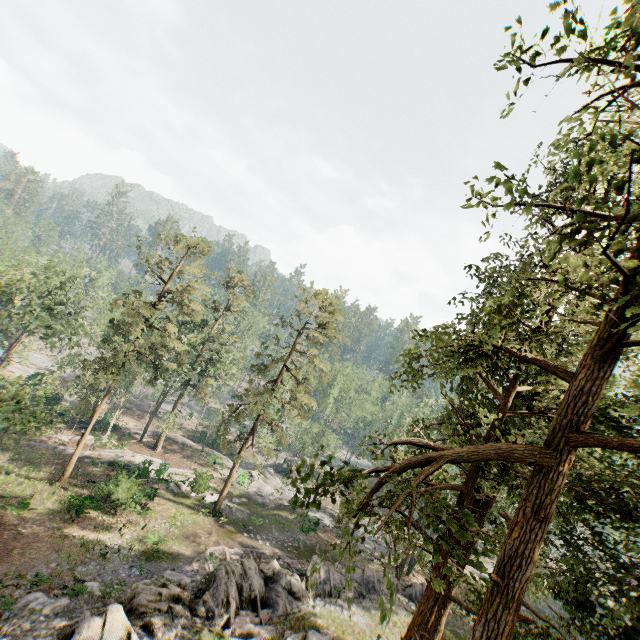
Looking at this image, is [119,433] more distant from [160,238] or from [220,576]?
[220,576]

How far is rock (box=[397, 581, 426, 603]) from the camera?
23.27m

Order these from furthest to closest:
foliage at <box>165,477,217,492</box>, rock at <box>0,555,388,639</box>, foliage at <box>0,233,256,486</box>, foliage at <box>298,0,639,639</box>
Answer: foliage at <box>165,477,217,492</box>
foliage at <box>0,233,256,486</box>
rock at <box>0,555,388,639</box>
foliage at <box>298,0,639,639</box>

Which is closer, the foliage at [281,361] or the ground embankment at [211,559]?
the ground embankment at [211,559]

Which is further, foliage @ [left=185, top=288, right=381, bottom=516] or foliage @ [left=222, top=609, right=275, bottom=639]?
foliage @ [left=185, top=288, right=381, bottom=516]

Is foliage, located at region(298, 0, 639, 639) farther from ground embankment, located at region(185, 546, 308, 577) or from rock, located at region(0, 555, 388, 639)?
ground embankment, located at region(185, 546, 308, 577)

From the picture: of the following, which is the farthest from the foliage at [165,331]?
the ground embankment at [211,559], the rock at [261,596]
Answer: the ground embankment at [211,559]

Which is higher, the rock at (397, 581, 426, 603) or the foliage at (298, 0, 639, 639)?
the foliage at (298, 0, 639, 639)
